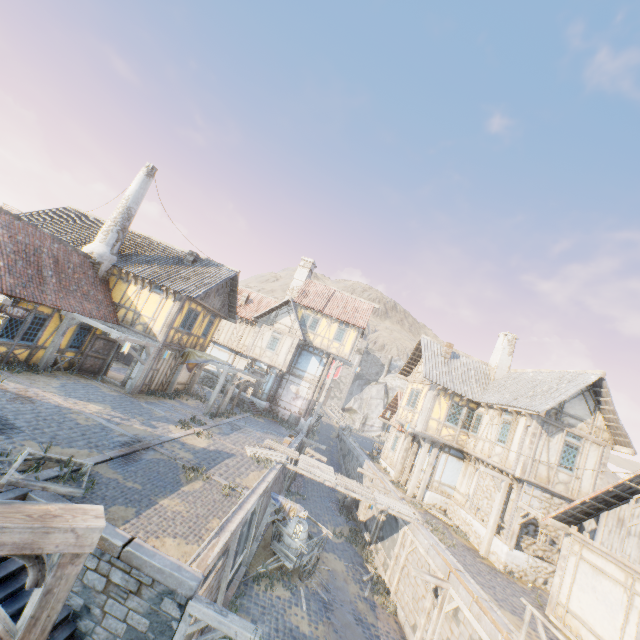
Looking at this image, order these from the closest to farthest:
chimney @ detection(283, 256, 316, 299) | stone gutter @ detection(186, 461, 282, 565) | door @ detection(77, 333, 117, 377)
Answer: stone gutter @ detection(186, 461, 282, 565) → door @ detection(77, 333, 117, 377) → chimney @ detection(283, 256, 316, 299)

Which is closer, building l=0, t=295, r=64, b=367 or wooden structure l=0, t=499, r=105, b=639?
wooden structure l=0, t=499, r=105, b=639

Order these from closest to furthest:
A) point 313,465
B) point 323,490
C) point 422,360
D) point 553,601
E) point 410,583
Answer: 1. point 553,601
2. point 410,583
3. point 313,465
4. point 422,360
5. point 323,490

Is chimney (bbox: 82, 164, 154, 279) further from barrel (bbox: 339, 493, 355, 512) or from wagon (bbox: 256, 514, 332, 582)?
barrel (bbox: 339, 493, 355, 512)

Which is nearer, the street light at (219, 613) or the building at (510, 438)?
the street light at (219, 613)

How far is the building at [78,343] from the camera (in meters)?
15.40

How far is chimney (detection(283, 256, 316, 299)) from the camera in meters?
30.9 m

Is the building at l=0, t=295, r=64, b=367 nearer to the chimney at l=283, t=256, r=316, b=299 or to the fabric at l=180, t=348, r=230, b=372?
the fabric at l=180, t=348, r=230, b=372
